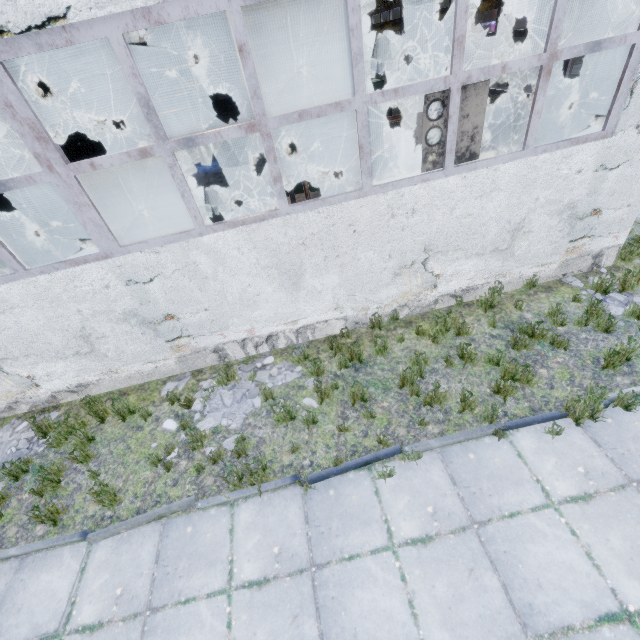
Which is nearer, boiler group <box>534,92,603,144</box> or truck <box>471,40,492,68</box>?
boiler group <box>534,92,603,144</box>

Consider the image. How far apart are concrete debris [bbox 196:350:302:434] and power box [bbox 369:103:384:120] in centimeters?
1538cm

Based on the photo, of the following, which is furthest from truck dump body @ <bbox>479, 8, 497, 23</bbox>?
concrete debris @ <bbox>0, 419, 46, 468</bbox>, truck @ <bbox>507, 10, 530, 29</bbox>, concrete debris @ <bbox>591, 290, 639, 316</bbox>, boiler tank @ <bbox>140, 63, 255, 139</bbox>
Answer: concrete debris @ <bbox>0, 419, 46, 468</bbox>

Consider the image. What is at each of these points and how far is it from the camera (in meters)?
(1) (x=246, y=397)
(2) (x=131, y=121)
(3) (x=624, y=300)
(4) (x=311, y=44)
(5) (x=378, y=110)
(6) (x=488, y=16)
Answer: (1) concrete debris, 5.82
(2) boiler tank, 9.16
(3) concrete debris, 6.02
(4) pipe, 4.29
(5) power box, 16.72
(6) truck dump body, 18.16

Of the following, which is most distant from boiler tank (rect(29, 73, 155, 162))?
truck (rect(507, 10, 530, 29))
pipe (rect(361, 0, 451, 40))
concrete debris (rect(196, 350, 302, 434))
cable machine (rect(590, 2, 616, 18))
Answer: cable machine (rect(590, 2, 616, 18))

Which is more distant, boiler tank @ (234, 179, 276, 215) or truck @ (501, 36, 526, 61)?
truck @ (501, 36, 526, 61)

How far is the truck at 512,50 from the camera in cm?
1586

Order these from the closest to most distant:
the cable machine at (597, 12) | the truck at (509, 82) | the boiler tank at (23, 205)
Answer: the boiler tank at (23, 205)
the truck at (509, 82)
the cable machine at (597, 12)
